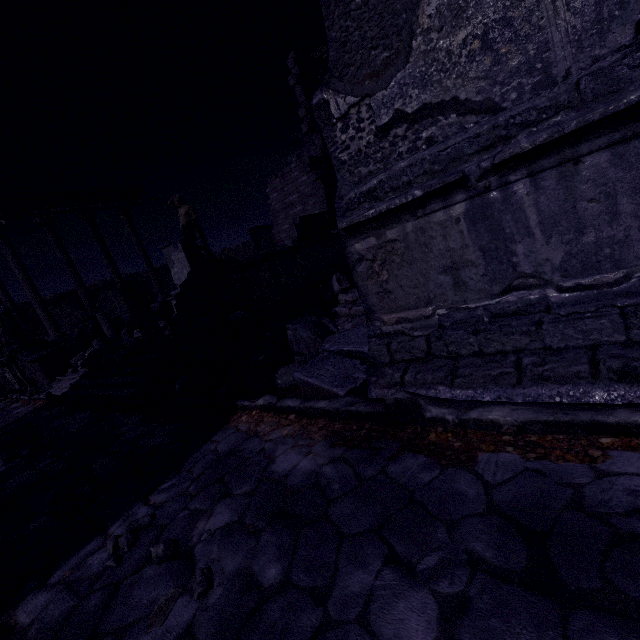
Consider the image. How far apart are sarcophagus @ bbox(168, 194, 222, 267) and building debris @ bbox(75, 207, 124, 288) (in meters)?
9.56

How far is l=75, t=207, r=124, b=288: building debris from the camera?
16.3m

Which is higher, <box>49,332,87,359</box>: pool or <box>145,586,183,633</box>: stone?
<box>49,332,87,359</box>: pool

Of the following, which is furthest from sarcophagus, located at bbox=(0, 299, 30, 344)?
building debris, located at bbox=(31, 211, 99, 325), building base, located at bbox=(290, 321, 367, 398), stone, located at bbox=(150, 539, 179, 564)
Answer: stone, located at bbox=(150, 539, 179, 564)

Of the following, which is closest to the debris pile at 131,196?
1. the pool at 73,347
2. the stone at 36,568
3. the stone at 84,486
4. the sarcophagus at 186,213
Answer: the pool at 73,347

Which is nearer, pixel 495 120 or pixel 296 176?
pixel 495 120

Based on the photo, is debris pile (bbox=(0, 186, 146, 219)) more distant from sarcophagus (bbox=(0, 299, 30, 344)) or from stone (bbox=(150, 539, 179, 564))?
stone (bbox=(150, 539, 179, 564))

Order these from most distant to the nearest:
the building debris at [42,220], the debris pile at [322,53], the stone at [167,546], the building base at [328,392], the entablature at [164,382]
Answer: the building debris at [42,220]
the debris pile at [322,53]
the entablature at [164,382]
the building base at [328,392]
the stone at [167,546]
